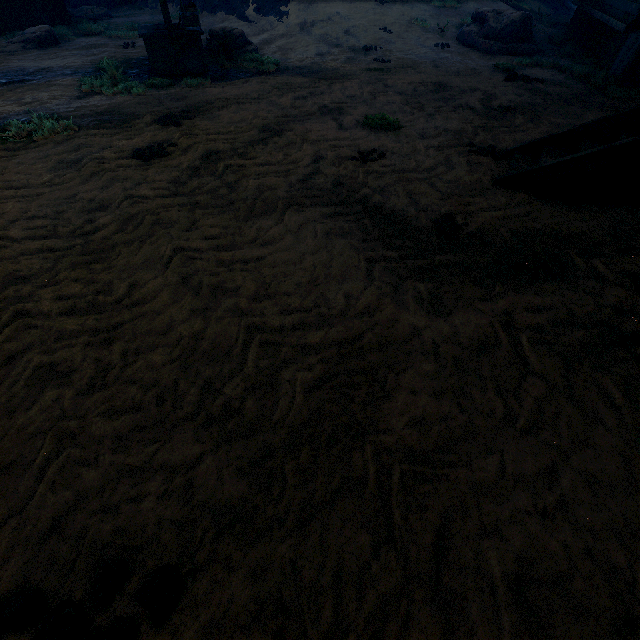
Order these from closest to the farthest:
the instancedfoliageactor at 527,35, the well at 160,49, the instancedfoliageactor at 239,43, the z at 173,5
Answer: the well at 160,49 → the instancedfoliageactor at 239,43 → the instancedfoliageactor at 527,35 → the z at 173,5

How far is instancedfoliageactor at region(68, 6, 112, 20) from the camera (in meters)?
13.06

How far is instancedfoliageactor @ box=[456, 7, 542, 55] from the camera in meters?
10.6 m

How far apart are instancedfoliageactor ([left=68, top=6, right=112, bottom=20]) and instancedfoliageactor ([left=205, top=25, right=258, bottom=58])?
8.0 meters

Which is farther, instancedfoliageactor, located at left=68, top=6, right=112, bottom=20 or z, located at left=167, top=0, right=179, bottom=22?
z, located at left=167, top=0, right=179, bottom=22

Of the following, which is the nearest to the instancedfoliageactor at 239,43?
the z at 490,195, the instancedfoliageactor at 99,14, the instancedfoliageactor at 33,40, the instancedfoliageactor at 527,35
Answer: the z at 490,195

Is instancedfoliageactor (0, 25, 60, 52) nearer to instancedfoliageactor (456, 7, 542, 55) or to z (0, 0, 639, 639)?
z (0, 0, 639, 639)

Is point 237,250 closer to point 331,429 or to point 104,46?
point 331,429
